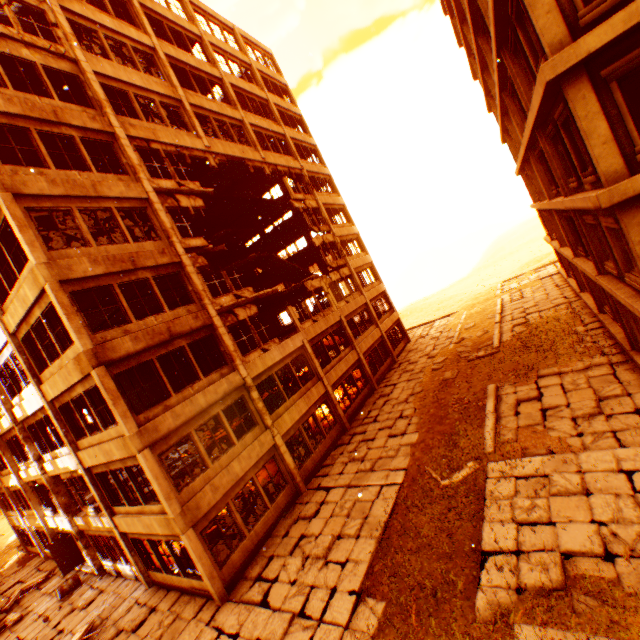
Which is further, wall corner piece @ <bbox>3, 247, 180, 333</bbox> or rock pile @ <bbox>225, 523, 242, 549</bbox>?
Answer: rock pile @ <bbox>225, 523, 242, 549</bbox>

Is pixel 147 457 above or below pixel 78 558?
above

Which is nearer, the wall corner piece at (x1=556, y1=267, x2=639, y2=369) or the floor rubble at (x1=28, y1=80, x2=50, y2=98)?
the wall corner piece at (x1=556, y1=267, x2=639, y2=369)

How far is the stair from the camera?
24.7m

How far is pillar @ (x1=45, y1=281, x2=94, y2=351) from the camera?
9.91m

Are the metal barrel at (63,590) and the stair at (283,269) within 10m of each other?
no

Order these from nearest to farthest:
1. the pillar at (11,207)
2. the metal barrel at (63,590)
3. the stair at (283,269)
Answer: the pillar at (11,207) → the metal barrel at (63,590) → the stair at (283,269)

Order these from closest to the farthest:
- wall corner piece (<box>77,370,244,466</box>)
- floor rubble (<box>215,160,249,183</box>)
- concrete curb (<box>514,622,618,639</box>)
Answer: concrete curb (<box>514,622,618,639</box>) < wall corner piece (<box>77,370,244,466</box>) < floor rubble (<box>215,160,249,183</box>)
